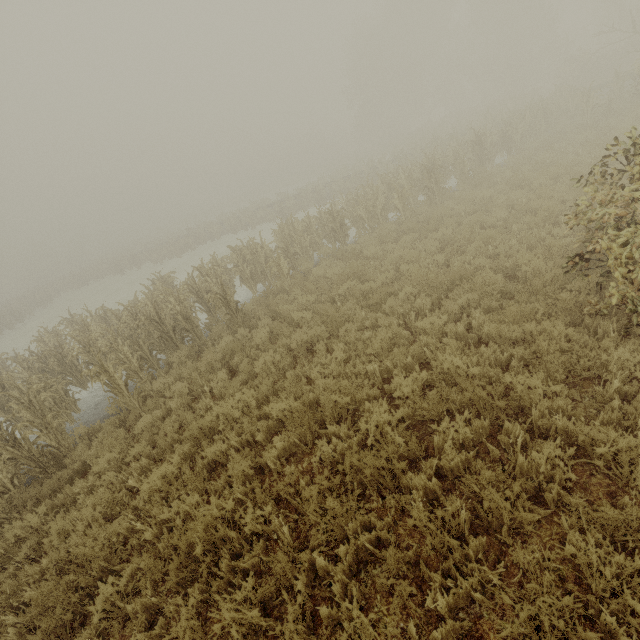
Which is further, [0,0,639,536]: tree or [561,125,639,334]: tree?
[0,0,639,536]: tree

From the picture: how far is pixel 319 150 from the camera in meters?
56.4

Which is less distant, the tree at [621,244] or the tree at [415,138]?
the tree at [621,244]
